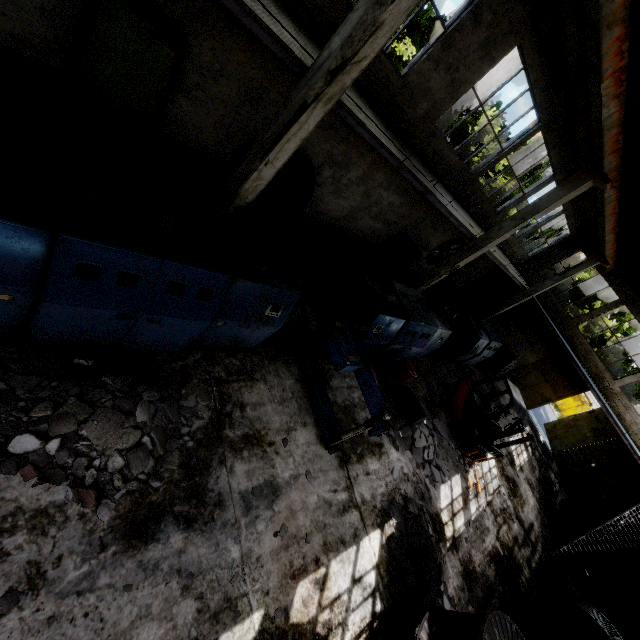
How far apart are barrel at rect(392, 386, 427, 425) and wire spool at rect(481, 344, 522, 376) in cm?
983

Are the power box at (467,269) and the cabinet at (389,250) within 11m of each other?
yes

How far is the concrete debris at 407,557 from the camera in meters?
6.9

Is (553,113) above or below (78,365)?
above

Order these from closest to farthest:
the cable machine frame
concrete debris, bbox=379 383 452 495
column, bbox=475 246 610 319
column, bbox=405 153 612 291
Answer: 1. the cable machine frame
2. concrete debris, bbox=379 383 452 495
3. column, bbox=405 153 612 291
4. column, bbox=475 246 610 319

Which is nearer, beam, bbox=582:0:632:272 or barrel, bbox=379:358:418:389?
beam, bbox=582:0:632:272

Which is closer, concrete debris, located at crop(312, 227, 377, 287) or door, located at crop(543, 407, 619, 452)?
concrete debris, located at crop(312, 227, 377, 287)

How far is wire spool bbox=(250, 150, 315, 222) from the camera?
8.7m
